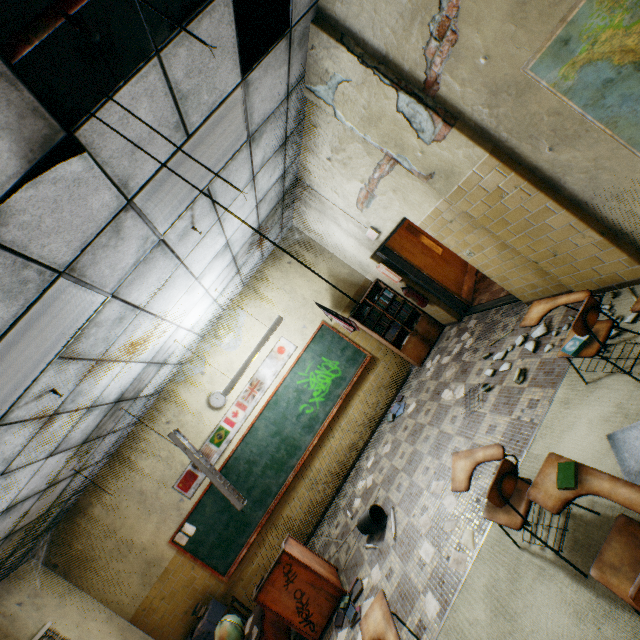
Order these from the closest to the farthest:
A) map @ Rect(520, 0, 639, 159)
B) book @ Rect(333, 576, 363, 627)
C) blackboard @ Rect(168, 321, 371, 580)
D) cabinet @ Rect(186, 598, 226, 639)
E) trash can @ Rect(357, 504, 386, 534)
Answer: map @ Rect(520, 0, 639, 159) → book @ Rect(333, 576, 363, 627) → trash can @ Rect(357, 504, 386, 534) → cabinet @ Rect(186, 598, 226, 639) → blackboard @ Rect(168, 321, 371, 580)

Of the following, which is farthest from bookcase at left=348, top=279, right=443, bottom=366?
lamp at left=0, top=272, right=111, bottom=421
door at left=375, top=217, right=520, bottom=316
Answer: lamp at left=0, top=272, right=111, bottom=421

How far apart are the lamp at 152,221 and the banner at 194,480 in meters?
3.9

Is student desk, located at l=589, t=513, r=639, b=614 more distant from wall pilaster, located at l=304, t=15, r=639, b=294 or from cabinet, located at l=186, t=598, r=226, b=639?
cabinet, located at l=186, t=598, r=226, b=639

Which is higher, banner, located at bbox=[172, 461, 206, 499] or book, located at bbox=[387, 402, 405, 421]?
banner, located at bbox=[172, 461, 206, 499]

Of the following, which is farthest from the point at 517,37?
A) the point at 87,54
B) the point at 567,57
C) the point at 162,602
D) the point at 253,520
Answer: the point at 162,602

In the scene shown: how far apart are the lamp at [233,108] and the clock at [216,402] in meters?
4.0 m

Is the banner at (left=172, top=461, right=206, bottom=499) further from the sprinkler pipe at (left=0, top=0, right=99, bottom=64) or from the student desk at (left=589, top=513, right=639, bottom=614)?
the sprinkler pipe at (left=0, top=0, right=99, bottom=64)
